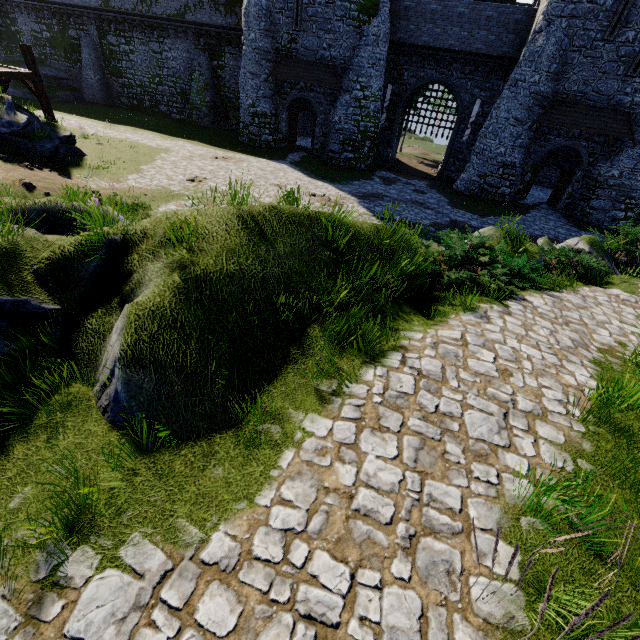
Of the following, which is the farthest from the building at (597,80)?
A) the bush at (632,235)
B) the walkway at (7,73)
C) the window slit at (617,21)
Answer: the walkway at (7,73)

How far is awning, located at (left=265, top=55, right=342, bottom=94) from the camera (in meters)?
23.91

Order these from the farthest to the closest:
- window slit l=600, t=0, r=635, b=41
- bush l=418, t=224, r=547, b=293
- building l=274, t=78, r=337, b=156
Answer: building l=274, t=78, r=337, b=156 → window slit l=600, t=0, r=635, b=41 → bush l=418, t=224, r=547, b=293

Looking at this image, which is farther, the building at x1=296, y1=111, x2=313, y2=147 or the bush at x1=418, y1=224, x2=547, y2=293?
the building at x1=296, y1=111, x2=313, y2=147

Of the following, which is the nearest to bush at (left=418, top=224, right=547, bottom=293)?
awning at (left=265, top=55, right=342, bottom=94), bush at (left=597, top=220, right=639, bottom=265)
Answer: bush at (left=597, top=220, right=639, bottom=265)

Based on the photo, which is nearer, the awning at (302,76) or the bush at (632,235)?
the bush at (632,235)

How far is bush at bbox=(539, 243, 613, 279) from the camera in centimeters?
973cm

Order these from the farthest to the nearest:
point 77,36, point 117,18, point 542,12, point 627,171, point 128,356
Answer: point 77,36, point 117,18, point 627,171, point 542,12, point 128,356
